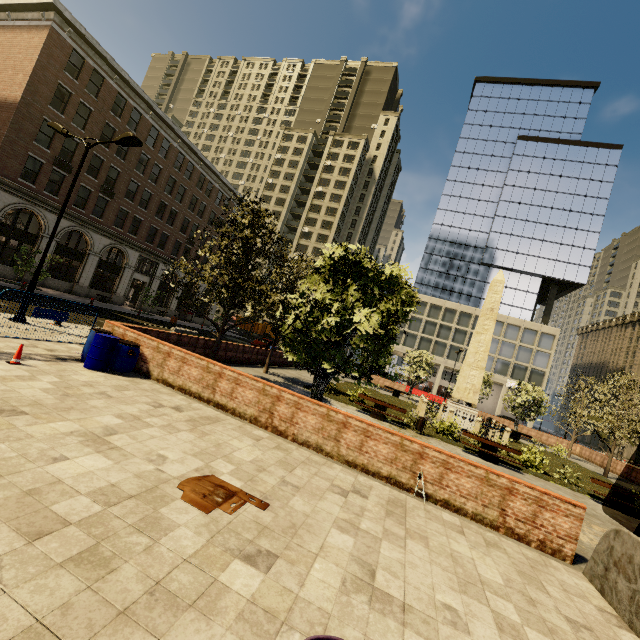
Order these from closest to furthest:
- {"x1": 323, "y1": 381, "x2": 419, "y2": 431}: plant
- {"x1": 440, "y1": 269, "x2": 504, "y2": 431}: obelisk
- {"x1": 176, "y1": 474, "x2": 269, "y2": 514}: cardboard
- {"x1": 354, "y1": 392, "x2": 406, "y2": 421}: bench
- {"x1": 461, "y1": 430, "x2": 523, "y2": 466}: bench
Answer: {"x1": 176, "y1": 474, "x2": 269, "y2": 514}: cardboard, {"x1": 461, "y1": 430, "x2": 523, "y2": 466}: bench, {"x1": 354, "y1": 392, "x2": 406, "y2": 421}: bench, {"x1": 323, "y1": 381, "x2": 419, "y2": 431}: plant, {"x1": 440, "y1": 269, "x2": 504, "y2": 431}: obelisk

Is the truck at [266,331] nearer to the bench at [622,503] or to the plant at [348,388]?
the plant at [348,388]

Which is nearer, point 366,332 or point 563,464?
point 366,332

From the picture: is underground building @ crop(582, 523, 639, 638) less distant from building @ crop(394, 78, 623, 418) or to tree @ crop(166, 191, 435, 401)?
tree @ crop(166, 191, 435, 401)

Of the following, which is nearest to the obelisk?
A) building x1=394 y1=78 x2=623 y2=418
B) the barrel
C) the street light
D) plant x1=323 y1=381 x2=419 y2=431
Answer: plant x1=323 y1=381 x2=419 y2=431

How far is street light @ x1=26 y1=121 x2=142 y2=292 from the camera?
12.08m

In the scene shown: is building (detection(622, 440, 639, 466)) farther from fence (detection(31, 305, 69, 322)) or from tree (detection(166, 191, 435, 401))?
fence (detection(31, 305, 69, 322))

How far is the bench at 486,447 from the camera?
14.9m
